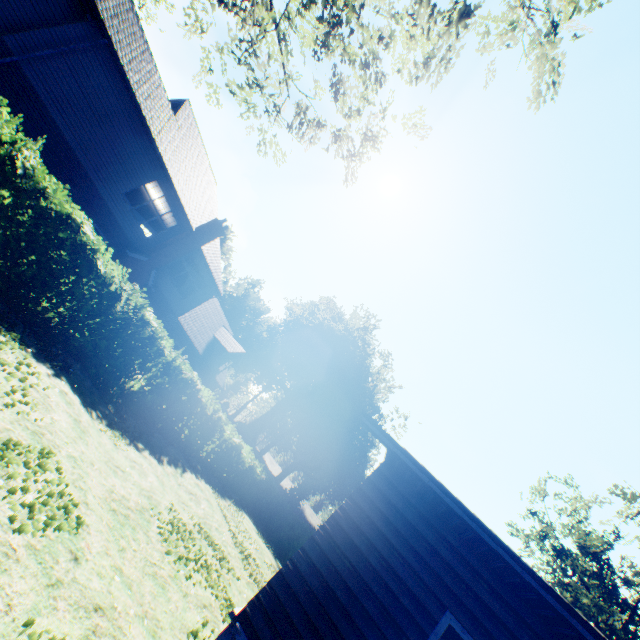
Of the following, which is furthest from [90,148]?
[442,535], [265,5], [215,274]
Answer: [442,535]

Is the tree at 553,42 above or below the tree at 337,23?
above

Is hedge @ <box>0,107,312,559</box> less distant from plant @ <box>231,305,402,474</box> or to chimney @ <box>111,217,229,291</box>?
chimney @ <box>111,217,229,291</box>

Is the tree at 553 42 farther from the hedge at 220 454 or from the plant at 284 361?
the hedge at 220 454

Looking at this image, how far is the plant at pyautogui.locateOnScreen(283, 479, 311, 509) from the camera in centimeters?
3325cm

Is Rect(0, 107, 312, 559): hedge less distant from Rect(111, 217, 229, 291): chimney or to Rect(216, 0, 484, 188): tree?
Rect(111, 217, 229, 291): chimney

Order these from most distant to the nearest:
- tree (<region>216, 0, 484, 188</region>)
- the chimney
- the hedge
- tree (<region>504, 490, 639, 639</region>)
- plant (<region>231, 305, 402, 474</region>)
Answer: plant (<region>231, 305, 402, 474</region>) → tree (<region>504, 490, 639, 639</region>) → the chimney → the hedge → tree (<region>216, 0, 484, 188</region>)
